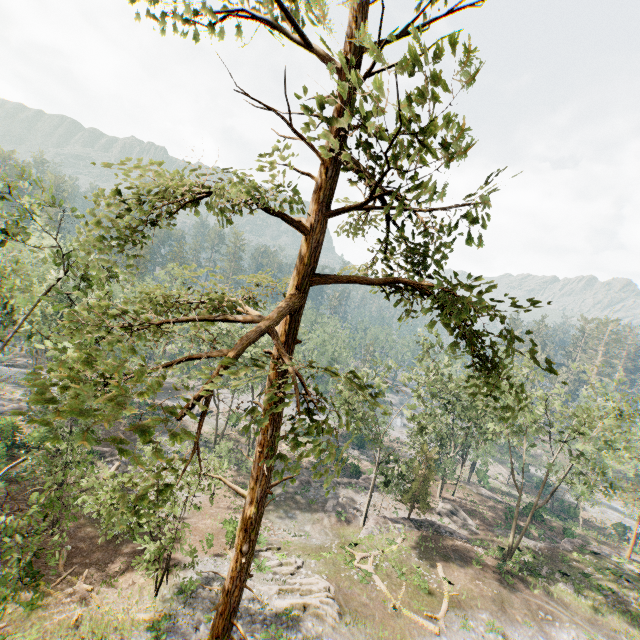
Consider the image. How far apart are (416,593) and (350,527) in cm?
1013

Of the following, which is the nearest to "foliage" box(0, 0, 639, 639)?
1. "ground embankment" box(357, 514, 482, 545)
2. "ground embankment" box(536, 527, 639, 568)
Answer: "ground embankment" box(357, 514, 482, 545)

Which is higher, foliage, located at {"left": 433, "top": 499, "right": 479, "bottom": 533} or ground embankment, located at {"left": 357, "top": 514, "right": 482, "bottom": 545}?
ground embankment, located at {"left": 357, "top": 514, "right": 482, "bottom": 545}

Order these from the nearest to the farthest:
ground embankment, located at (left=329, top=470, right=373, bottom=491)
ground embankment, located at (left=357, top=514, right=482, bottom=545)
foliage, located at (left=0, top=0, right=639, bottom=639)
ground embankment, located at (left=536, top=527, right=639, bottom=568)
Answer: foliage, located at (left=0, top=0, right=639, bottom=639), ground embankment, located at (left=357, top=514, right=482, bottom=545), ground embankment, located at (left=536, top=527, right=639, bottom=568), ground embankment, located at (left=329, top=470, right=373, bottom=491)

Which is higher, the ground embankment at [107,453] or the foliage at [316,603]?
the foliage at [316,603]

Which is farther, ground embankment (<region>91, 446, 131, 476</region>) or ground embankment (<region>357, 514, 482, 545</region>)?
ground embankment (<region>91, 446, 131, 476</region>)

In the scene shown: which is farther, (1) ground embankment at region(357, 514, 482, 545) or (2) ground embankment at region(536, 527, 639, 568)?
Result: (2) ground embankment at region(536, 527, 639, 568)

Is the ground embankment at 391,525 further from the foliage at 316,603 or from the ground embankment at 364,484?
the ground embankment at 364,484
